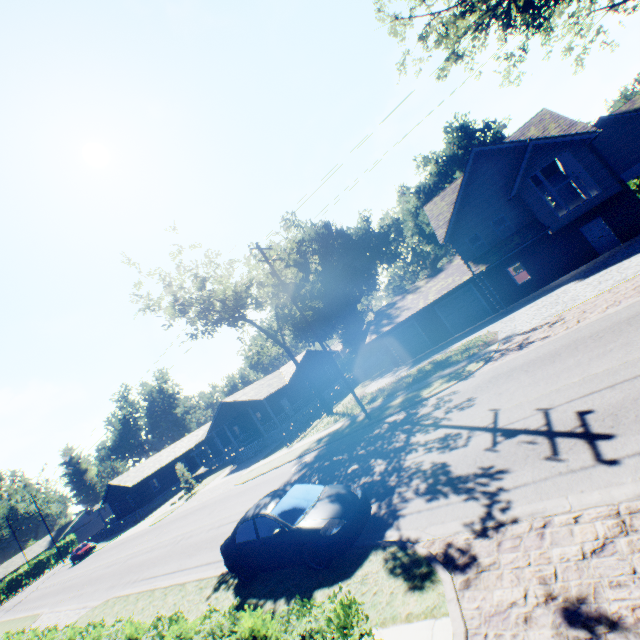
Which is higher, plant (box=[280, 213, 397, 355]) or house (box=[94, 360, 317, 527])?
plant (box=[280, 213, 397, 355])

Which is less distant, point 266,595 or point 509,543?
point 509,543

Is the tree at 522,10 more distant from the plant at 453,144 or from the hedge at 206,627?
the hedge at 206,627

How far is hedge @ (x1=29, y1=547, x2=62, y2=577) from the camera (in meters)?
56.47

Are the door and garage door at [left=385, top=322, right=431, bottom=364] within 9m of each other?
no

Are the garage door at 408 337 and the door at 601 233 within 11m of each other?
no

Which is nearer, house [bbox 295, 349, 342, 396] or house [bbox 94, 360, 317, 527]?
house [bbox 94, 360, 317, 527]

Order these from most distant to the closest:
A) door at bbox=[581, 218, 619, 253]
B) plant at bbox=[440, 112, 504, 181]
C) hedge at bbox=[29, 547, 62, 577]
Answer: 1. hedge at bbox=[29, 547, 62, 577]
2. plant at bbox=[440, 112, 504, 181]
3. door at bbox=[581, 218, 619, 253]
